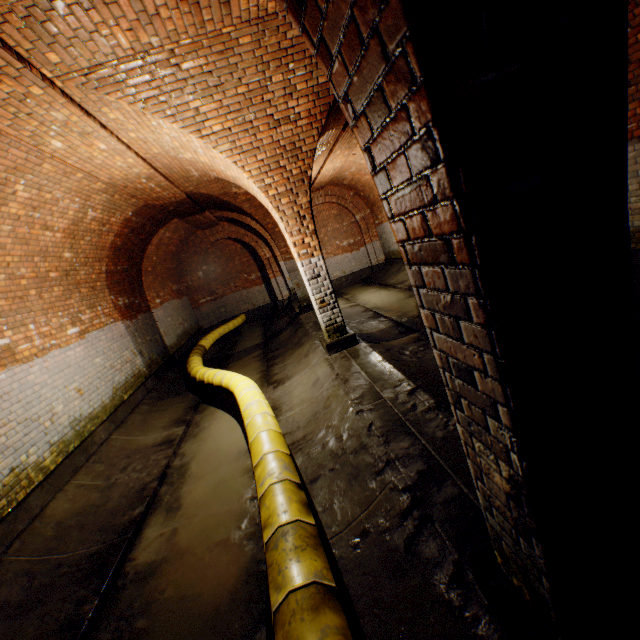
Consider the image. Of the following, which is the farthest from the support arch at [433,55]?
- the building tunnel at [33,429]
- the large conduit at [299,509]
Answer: the large conduit at [299,509]

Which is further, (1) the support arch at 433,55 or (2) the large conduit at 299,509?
(2) the large conduit at 299,509

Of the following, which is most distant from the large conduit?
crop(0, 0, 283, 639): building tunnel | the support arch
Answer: the support arch

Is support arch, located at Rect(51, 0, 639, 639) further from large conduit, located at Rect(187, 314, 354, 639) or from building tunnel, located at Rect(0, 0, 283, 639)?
large conduit, located at Rect(187, 314, 354, 639)

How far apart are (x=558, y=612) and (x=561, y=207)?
1.4m
